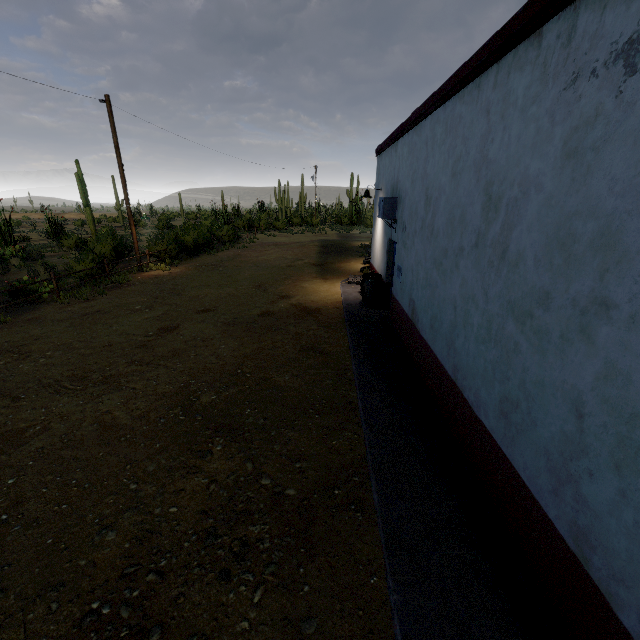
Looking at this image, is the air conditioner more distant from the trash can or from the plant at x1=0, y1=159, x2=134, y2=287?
the plant at x1=0, y1=159, x2=134, y2=287

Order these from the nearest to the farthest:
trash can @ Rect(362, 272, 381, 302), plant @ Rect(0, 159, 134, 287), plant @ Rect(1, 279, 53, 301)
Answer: trash can @ Rect(362, 272, 381, 302) < plant @ Rect(1, 279, 53, 301) < plant @ Rect(0, 159, 134, 287)

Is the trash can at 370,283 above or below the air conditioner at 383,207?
below

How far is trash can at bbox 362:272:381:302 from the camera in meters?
10.5 m

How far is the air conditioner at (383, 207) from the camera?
8.51m

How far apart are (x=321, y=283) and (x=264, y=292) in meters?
2.5

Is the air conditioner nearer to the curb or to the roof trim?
the roof trim
